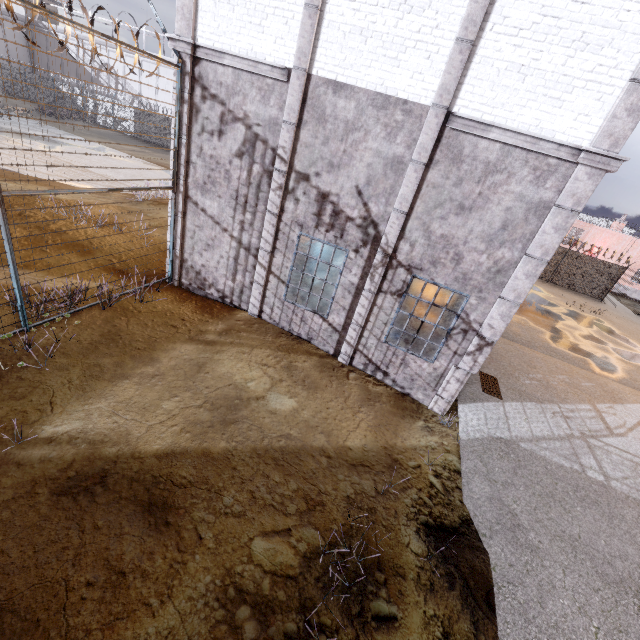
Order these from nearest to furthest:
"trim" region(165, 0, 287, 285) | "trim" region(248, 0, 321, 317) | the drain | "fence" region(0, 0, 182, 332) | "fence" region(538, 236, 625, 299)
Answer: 1. "fence" region(0, 0, 182, 332)
2. "trim" region(248, 0, 321, 317)
3. "trim" region(165, 0, 287, 285)
4. the drain
5. "fence" region(538, 236, 625, 299)

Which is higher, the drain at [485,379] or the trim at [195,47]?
the trim at [195,47]

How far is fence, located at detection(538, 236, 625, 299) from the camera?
23.9m

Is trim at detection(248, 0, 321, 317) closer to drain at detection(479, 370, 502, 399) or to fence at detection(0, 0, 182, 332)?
fence at detection(0, 0, 182, 332)

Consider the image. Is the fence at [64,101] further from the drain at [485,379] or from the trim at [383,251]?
the drain at [485,379]

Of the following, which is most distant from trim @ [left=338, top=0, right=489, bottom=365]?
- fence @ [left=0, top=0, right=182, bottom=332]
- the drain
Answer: the drain

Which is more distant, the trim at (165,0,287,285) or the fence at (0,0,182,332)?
the trim at (165,0,287,285)

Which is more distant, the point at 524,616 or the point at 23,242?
the point at 23,242
